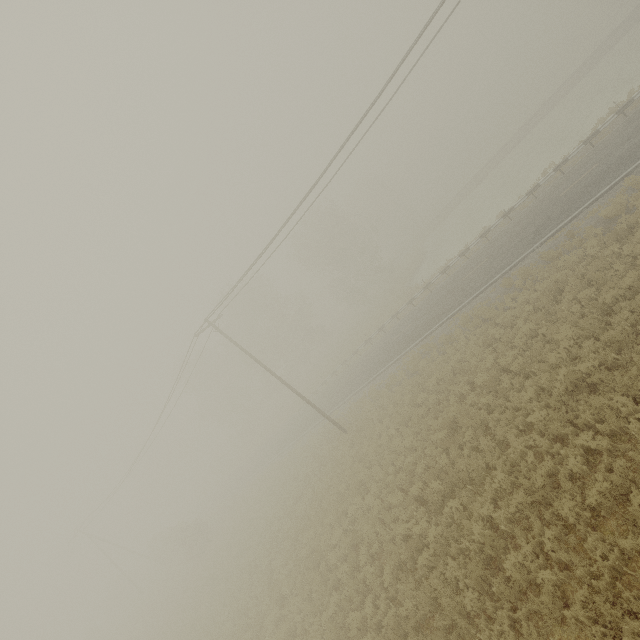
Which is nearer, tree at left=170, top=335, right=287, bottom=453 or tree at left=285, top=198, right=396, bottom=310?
tree at left=285, top=198, right=396, bottom=310

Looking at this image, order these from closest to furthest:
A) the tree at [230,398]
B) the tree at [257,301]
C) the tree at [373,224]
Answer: the tree at [257,301]
the tree at [373,224]
the tree at [230,398]

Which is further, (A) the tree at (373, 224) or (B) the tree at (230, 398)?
(B) the tree at (230, 398)

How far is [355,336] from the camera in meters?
42.2 m

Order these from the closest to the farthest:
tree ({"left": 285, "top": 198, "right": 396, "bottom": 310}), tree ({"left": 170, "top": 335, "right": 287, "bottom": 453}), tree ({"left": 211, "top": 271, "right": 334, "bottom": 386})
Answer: tree ({"left": 211, "top": 271, "right": 334, "bottom": 386})
tree ({"left": 285, "top": 198, "right": 396, "bottom": 310})
tree ({"left": 170, "top": 335, "right": 287, "bottom": 453})

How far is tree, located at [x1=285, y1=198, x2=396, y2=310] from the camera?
44.8m

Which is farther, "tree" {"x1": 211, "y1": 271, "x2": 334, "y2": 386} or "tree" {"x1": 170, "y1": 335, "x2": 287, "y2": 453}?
"tree" {"x1": 170, "y1": 335, "x2": 287, "y2": 453}
